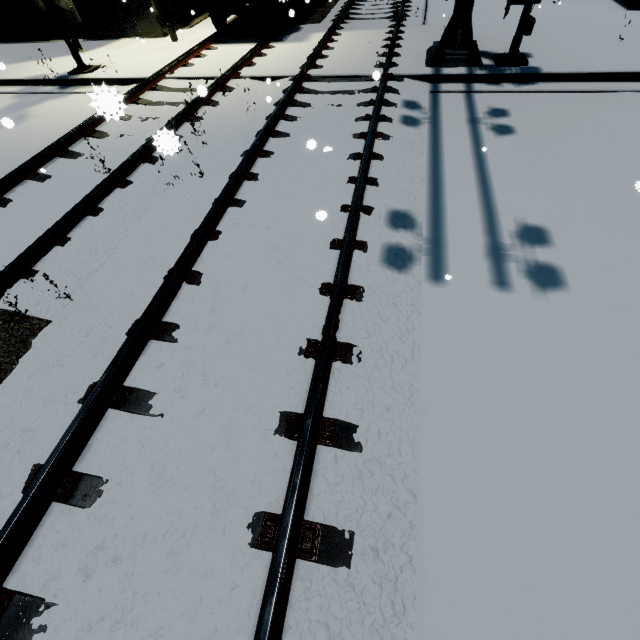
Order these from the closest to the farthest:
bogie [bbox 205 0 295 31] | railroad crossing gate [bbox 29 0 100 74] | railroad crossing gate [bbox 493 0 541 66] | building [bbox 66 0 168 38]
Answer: railroad crossing gate [bbox 493 0 541 66]
railroad crossing gate [bbox 29 0 100 74]
bogie [bbox 205 0 295 31]
building [bbox 66 0 168 38]

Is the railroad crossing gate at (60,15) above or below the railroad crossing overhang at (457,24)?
above

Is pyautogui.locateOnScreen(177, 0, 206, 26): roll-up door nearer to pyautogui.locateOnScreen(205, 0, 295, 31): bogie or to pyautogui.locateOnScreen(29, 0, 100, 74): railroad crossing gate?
pyautogui.locateOnScreen(205, 0, 295, 31): bogie

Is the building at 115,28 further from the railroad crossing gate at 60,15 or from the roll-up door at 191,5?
the railroad crossing gate at 60,15

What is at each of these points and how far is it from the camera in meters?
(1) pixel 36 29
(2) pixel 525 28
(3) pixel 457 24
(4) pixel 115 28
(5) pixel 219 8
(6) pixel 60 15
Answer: (1) building, 12.8 m
(2) railroad crossing gate, 7.3 m
(3) railroad crossing overhang, 7.6 m
(4) building, 12.2 m
(5) bogie, 10.7 m
(6) railroad crossing gate, 9.0 m

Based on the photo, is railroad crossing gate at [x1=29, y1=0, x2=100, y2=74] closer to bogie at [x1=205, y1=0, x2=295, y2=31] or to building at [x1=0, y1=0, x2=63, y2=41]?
building at [x1=0, y1=0, x2=63, y2=41]

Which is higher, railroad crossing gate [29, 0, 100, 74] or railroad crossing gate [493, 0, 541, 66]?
railroad crossing gate [29, 0, 100, 74]

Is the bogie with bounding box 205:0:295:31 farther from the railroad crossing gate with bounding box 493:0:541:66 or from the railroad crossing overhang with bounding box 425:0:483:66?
the railroad crossing overhang with bounding box 425:0:483:66
